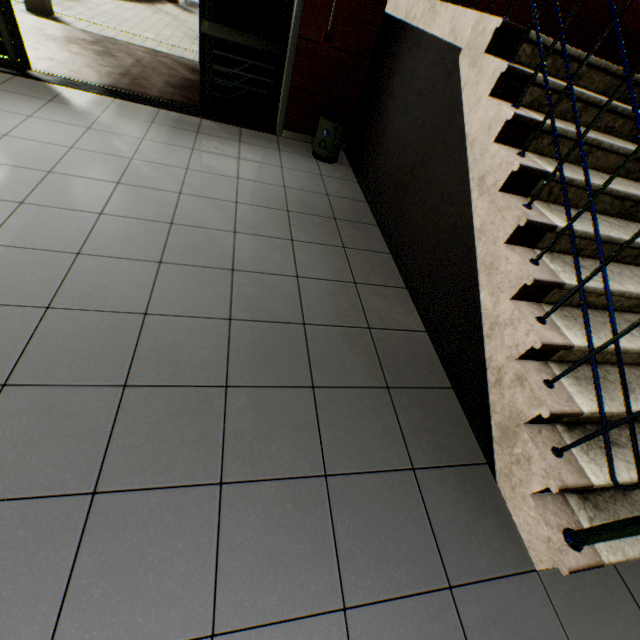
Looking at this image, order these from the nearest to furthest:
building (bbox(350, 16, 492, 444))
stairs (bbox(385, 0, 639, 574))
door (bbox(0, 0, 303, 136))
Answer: stairs (bbox(385, 0, 639, 574)), building (bbox(350, 16, 492, 444)), door (bbox(0, 0, 303, 136))

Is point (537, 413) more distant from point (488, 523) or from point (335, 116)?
point (335, 116)

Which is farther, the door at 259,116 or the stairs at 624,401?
the door at 259,116

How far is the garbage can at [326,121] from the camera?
3.9m

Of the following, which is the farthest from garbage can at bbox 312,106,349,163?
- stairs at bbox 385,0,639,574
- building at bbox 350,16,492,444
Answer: stairs at bbox 385,0,639,574

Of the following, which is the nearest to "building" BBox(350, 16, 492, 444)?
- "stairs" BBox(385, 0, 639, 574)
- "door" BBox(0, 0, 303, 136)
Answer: "stairs" BBox(385, 0, 639, 574)

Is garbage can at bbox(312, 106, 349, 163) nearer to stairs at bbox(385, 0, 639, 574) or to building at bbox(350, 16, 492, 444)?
building at bbox(350, 16, 492, 444)

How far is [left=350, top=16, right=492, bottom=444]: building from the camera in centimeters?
226cm
